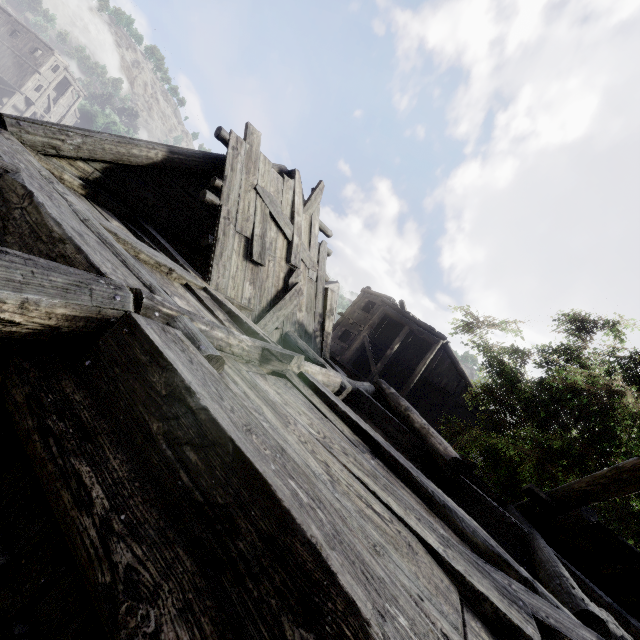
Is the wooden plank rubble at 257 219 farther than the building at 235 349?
Yes

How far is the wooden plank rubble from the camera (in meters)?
5.73

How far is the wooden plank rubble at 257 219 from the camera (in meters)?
5.73

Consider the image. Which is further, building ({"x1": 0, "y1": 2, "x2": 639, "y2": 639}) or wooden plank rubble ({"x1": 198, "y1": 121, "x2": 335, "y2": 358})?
wooden plank rubble ({"x1": 198, "y1": 121, "x2": 335, "y2": 358})

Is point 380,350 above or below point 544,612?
above
